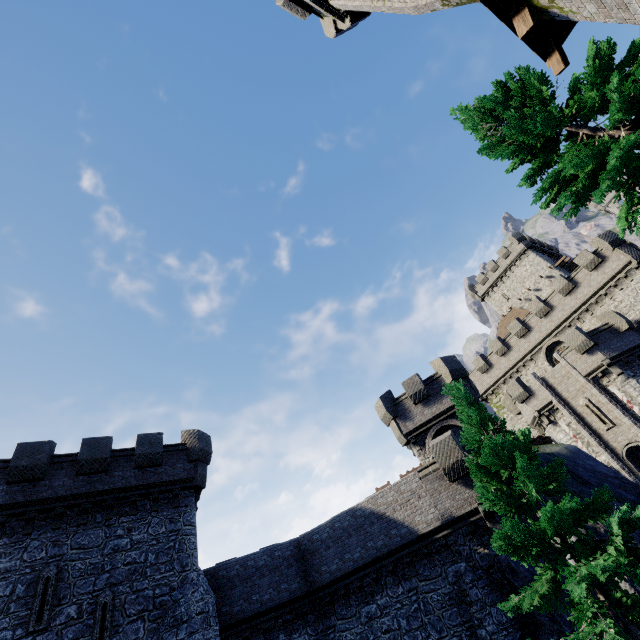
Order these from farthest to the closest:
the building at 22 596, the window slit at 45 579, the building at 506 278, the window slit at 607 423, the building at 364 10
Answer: the building at 506 278 → the window slit at 607 423 → the building at 22 596 → the window slit at 45 579 → the building at 364 10

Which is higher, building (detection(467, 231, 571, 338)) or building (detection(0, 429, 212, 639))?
building (detection(467, 231, 571, 338))

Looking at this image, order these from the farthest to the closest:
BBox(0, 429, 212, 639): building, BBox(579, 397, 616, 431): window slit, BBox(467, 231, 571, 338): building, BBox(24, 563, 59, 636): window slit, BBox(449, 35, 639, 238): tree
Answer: BBox(467, 231, 571, 338): building → BBox(579, 397, 616, 431): window slit → BBox(0, 429, 212, 639): building → BBox(24, 563, 59, 636): window slit → BBox(449, 35, 639, 238): tree

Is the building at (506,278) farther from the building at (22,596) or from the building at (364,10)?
the building at (22,596)

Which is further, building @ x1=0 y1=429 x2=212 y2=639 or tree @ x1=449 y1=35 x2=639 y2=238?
building @ x1=0 y1=429 x2=212 y2=639

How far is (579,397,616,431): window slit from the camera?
Result: 25.2 meters

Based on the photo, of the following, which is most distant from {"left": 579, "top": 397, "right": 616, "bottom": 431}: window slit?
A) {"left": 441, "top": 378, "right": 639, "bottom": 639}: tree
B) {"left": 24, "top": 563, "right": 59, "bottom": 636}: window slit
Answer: {"left": 24, "top": 563, "right": 59, "bottom": 636}: window slit

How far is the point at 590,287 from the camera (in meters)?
30.12
